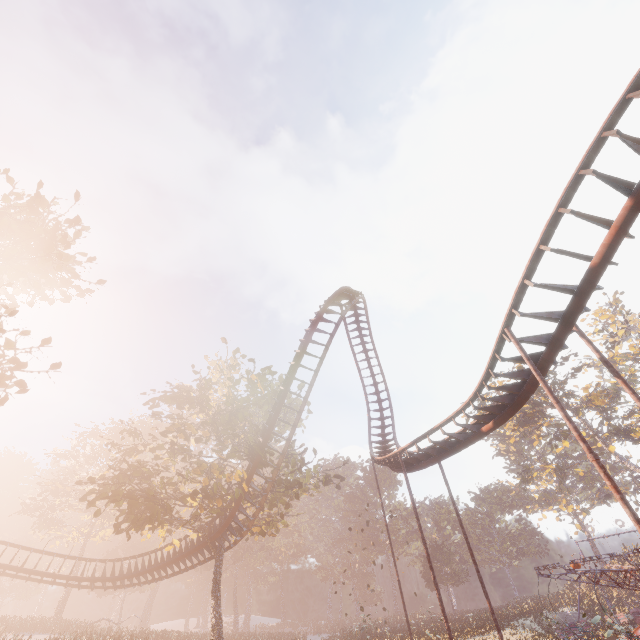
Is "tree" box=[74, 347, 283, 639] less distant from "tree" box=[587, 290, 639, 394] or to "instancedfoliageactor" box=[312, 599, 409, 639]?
"instancedfoliageactor" box=[312, 599, 409, 639]

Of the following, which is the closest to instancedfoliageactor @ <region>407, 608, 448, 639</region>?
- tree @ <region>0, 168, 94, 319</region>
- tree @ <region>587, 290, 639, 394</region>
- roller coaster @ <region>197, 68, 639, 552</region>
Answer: tree @ <region>0, 168, 94, 319</region>

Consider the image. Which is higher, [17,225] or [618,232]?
[17,225]

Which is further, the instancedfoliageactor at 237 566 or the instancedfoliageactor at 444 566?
the instancedfoliageactor at 237 566

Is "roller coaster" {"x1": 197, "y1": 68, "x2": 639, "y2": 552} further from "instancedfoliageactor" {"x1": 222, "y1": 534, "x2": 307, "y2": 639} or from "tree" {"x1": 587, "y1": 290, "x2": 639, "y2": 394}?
"tree" {"x1": 587, "y1": 290, "x2": 639, "y2": 394}

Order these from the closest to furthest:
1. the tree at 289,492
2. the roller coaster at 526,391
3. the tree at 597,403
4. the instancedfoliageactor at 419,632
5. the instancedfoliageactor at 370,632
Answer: the roller coaster at 526,391, the tree at 289,492, the instancedfoliageactor at 419,632, the instancedfoliageactor at 370,632, the tree at 597,403
